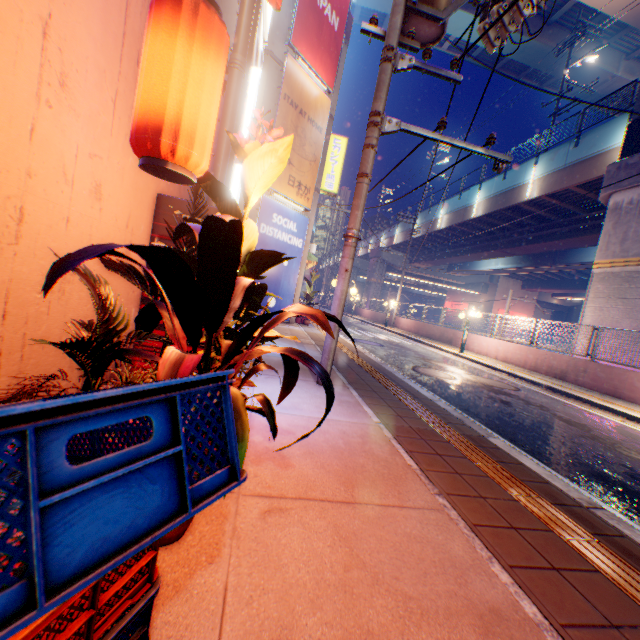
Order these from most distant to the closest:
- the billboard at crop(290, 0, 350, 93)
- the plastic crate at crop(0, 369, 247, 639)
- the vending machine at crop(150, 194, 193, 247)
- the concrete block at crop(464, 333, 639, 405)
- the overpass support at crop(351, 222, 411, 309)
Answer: the overpass support at crop(351, 222, 411, 309)
the billboard at crop(290, 0, 350, 93)
the concrete block at crop(464, 333, 639, 405)
the vending machine at crop(150, 194, 193, 247)
the plastic crate at crop(0, 369, 247, 639)

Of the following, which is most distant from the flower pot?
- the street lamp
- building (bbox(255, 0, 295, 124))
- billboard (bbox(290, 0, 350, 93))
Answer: billboard (bbox(290, 0, 350, 93))

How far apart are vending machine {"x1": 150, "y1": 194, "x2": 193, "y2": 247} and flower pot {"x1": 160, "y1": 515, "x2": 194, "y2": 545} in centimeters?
173cm

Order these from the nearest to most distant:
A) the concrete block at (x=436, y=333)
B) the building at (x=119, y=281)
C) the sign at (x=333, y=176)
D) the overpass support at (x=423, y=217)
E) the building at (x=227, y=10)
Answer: the building at (x=119, y=281), the building at (x=227, y=10), the sign at (x=333, y=176), the concrete block at (x=436, y=333), the overpass support at (x=423, y=217)

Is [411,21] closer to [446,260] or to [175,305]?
[175,305]

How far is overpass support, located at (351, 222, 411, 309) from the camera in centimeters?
3780cm

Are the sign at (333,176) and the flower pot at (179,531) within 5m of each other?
no

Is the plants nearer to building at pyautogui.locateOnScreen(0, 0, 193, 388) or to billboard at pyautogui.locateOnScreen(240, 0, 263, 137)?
building at pyautogui.locateOnScreen(0, 0, 193, 388)
